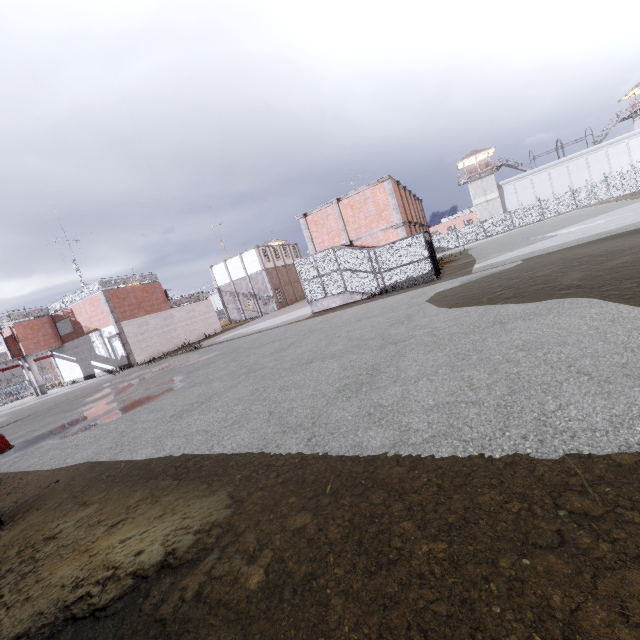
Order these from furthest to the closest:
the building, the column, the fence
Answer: the building → the fence → the column

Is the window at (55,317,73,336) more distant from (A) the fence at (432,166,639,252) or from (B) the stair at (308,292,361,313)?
(B) the stair at (308,292,361,313)

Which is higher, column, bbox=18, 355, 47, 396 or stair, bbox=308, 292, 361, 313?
column, bbox=18, 355, 47, 396

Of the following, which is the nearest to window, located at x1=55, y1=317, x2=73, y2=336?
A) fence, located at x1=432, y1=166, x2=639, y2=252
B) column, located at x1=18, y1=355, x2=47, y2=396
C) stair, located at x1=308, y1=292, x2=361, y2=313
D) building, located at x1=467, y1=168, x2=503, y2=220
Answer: column, located at x1=18, y1=355, x2=47, y2=396

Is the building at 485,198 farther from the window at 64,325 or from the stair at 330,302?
the window at 64,325

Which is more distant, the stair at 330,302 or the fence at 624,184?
the fence at 624,184

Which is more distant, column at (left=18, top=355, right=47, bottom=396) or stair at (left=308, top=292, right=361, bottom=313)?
column at (left=18, top=355, right=47, bottom=396)

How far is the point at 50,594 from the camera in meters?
3.1 m
